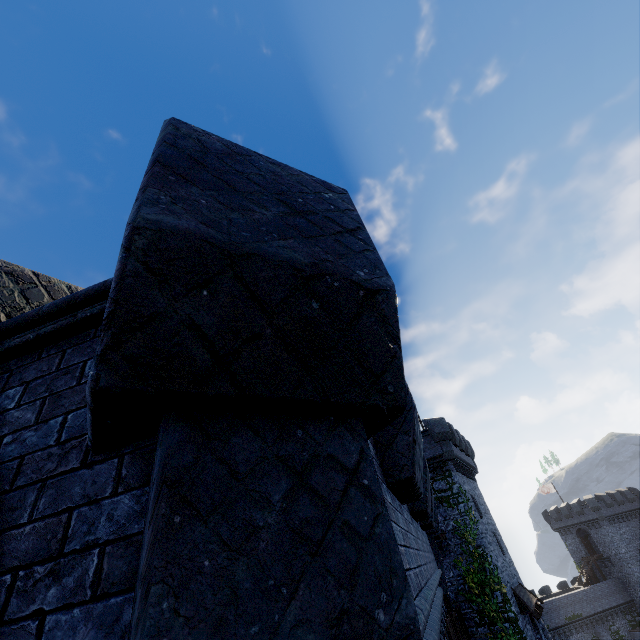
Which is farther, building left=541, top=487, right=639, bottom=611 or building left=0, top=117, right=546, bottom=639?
building left=541, top=487, right=639, bottom=611

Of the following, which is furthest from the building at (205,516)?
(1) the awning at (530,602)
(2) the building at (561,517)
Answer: (2) the building at (561,517)

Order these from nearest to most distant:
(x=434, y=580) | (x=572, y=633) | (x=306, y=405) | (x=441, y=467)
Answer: (x=306, y=405) < (x=434, y=580) < (x=441, y=467) < (x=572, y=633)

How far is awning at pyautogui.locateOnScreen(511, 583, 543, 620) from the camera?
20.5 meters

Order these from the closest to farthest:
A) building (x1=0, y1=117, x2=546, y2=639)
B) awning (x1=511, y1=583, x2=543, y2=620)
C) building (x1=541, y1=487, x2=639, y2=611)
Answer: building (x1=0, y1=117, x2=546, y2=639), awning (x1=511, y1=583, x2=543, y2=620), building (x1=541, y1=487, x2=639, y2=611)

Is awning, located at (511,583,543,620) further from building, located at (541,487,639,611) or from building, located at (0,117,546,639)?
building, located at (541,487,639,611)

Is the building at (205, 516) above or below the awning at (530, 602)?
above
